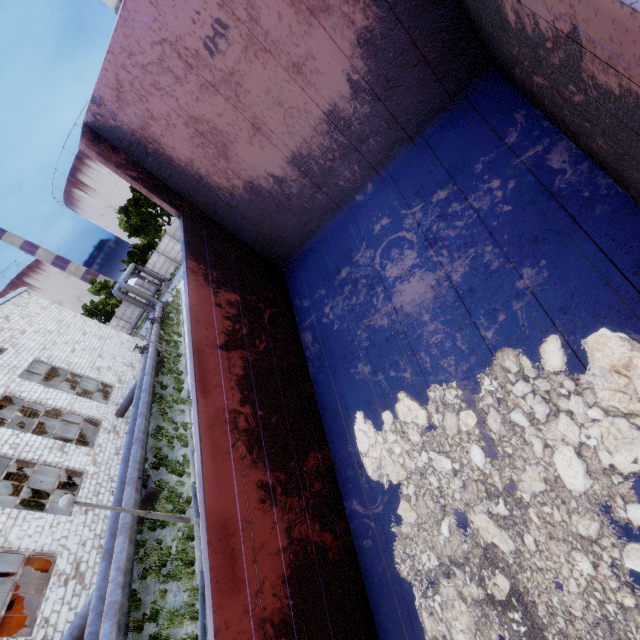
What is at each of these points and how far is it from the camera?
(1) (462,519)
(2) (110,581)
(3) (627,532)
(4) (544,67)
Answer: (1) truck dump body, 2.3 meters
(2) pipe, 8.9 meters
(3) truck dump body, 1.7 meters
(4) truck dump body, 1.9 meters

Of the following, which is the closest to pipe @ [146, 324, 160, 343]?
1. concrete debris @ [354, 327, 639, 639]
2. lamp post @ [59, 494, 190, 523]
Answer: lamp post @ [59, 494, 190, 523]

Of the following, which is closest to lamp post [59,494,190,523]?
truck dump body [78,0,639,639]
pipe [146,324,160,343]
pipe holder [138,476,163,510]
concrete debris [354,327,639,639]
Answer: pipe [146,324,160,343]

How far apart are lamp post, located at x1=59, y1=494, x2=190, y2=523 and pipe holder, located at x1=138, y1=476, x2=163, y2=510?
3.3 meters

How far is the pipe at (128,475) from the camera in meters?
11.8 m

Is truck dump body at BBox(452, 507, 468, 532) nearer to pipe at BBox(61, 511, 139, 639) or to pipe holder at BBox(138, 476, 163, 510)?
pipe at BBox(61, 511, 139, 639)

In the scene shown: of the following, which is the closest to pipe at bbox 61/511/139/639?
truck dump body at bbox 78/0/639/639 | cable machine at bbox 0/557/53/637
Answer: cable machine at bbox 0/557/53/637

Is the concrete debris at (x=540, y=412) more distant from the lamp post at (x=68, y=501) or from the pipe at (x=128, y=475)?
the lamp post at (x=68, y=501)
